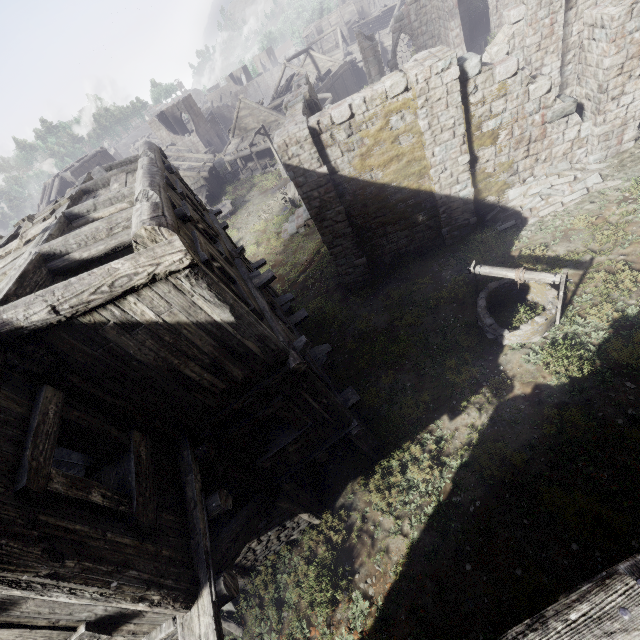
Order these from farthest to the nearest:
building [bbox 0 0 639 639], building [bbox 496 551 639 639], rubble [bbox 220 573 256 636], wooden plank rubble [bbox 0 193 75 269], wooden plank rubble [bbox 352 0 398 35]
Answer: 1. wooden plank rubble [bbox 352 0 398 35]
2. rubble [bbox 220 573 256 636]
3. wooden plank rubble [bbox 0 193 75 269]
4. building [bbox 0 0 639 639]
5. building [bbox 496 551 639 639]

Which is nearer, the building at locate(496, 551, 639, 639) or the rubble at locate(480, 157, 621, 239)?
the building at locate(496, 551, 639, 639)

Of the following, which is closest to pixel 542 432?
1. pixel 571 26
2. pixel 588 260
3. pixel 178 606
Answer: pixel 588 260

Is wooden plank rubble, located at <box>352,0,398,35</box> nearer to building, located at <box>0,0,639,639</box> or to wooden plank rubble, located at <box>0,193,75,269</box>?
building, located at <box>0,0,639,639</box>

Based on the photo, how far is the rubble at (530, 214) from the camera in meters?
11.1

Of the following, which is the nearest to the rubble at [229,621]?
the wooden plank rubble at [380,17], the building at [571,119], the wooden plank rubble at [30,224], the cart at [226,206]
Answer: the building at [571,119]

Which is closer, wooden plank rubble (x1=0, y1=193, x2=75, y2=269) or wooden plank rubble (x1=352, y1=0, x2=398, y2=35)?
wooden plank rubble (x1=0, y1=193, x2=75, y2=269)

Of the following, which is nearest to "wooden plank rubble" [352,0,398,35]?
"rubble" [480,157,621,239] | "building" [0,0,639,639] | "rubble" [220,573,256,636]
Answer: "building" [0,0,639,639]
